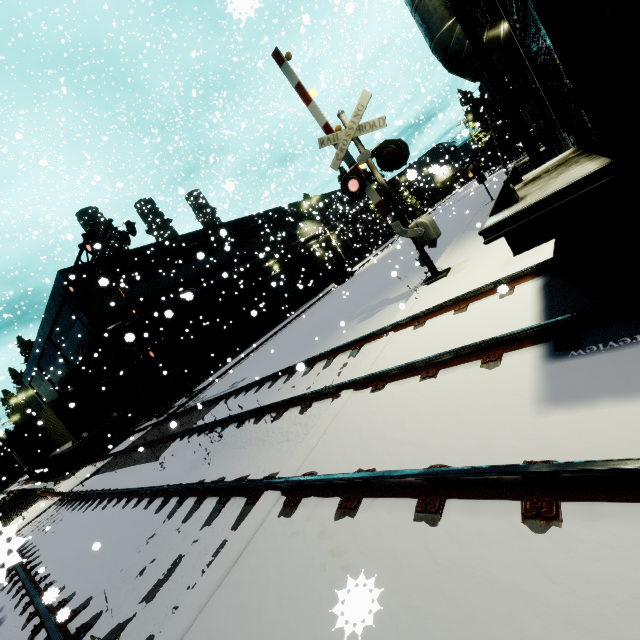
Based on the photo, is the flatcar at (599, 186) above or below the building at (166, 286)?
below

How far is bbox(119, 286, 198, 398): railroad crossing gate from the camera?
18.64m

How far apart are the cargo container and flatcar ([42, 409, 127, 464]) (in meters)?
0.00

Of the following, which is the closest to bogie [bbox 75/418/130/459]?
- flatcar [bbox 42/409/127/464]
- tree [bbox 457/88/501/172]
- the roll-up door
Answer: flatcar [bbox 42/409/127/464]

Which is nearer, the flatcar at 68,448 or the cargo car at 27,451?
the flatcar at 68,448

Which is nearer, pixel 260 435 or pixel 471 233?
pixel 260 435

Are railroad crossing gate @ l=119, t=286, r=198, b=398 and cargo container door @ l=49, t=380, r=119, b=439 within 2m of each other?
no

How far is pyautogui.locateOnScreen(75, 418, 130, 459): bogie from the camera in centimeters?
1784cm
